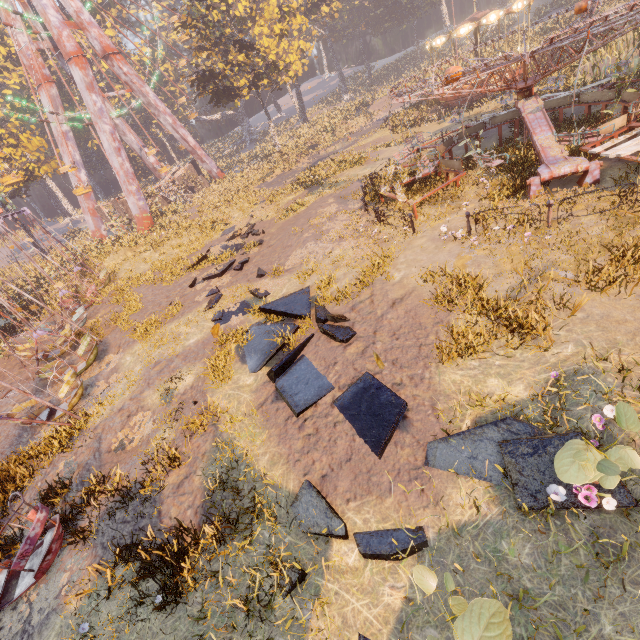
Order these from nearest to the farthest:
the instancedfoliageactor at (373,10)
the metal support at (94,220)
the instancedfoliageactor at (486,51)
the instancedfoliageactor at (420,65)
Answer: the instancedfoliageactor at (486,51) < the metal support at (94,220) < the instancedfoliageactor at (420,65) < the instancedfoliageactor at (373,10)

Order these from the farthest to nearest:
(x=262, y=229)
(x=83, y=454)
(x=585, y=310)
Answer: (x=262, y=229) < (x=83, y=454) < (x=585, y=310)

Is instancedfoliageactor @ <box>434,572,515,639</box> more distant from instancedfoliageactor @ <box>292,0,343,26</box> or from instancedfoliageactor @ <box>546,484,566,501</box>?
instancedfoliageactor @ <box>292,0,343,26</box>

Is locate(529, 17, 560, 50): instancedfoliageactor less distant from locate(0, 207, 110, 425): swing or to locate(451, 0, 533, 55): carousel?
locate(451, 0, 533, 55): carousel

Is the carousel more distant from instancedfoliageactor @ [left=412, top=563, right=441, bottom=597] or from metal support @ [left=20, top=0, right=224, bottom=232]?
instancedfoliageactor @ [left=412, top=563, right=441, bottom=597]

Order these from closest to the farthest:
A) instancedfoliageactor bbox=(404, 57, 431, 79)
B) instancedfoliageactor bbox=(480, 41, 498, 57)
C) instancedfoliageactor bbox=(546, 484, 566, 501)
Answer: instancedfoliageactor bbox=(546, 484, 566, 501)
instancedfoliageactor bbox=(480, 41, 498, 57)
instancedfoliageactor bbox=(404, 57, 431, 79)

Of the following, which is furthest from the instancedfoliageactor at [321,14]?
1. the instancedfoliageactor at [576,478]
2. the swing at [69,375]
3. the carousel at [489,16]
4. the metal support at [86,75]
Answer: the instancedfoliageactor at [576,478]

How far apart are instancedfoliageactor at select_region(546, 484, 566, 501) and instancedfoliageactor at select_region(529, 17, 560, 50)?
48.97m
